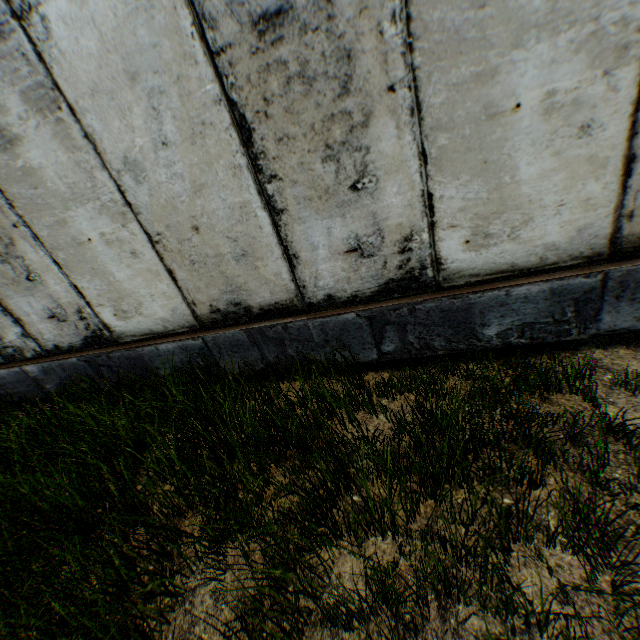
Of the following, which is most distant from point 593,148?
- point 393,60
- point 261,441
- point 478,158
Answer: point 261,441
